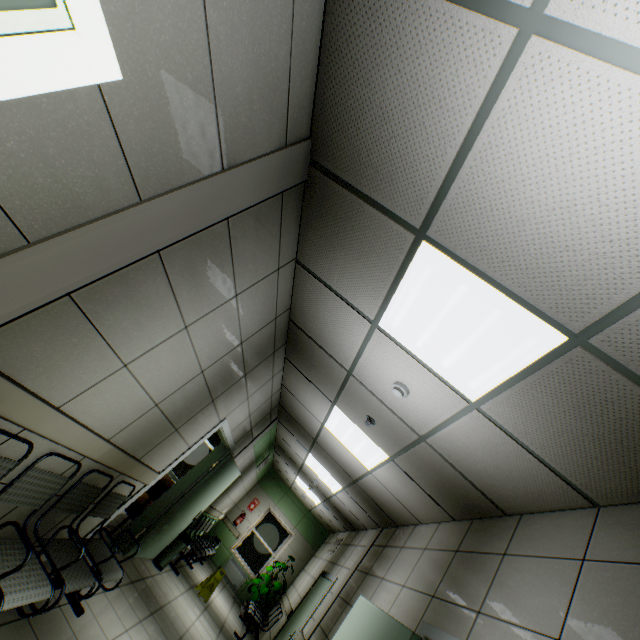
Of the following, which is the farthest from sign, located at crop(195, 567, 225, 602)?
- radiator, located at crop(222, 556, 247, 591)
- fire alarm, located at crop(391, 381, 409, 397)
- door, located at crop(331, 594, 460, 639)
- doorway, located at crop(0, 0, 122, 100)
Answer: doorway, located at crop(0, 0, 122, 100)

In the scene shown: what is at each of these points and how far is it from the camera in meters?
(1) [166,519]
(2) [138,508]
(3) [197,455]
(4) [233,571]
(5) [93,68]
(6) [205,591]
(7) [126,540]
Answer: (1) door, 5.3 m
(2) sofa, 5.2 m
(3) doorway, 8.7 m
(4) radiator, 10.1 m
(5) doorway, 1.1 m
(6) sign, 7.0 m
(7) door, 4.9 m

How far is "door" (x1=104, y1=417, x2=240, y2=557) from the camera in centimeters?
444cm

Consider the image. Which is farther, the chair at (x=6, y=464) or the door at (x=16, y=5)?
the chair at (x=6, y=464)

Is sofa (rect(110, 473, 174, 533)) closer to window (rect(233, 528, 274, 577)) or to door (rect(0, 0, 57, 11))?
window (rect(233, 528, 274, 577))

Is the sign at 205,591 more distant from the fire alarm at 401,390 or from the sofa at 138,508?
the fire alarm at 401,390

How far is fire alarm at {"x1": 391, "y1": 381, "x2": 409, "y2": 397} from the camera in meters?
3.0

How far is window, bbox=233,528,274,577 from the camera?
10.48m
